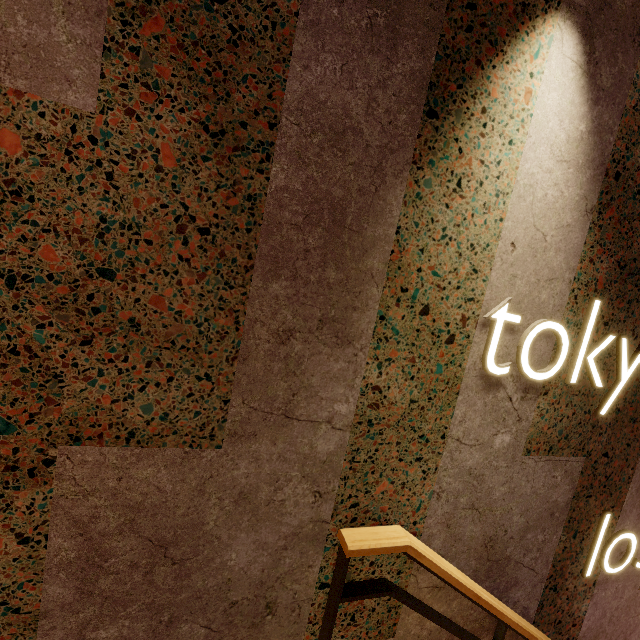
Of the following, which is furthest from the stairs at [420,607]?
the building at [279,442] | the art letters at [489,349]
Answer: the art letters at [489,349]

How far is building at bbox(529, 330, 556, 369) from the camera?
1.6m

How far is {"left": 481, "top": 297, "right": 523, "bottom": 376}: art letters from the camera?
1.42m

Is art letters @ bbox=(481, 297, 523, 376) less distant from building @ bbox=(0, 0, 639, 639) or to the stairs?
building @ bbox=(0, 0, 639, 639)

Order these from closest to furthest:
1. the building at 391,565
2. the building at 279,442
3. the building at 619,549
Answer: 1. the building at 279,442
2. the building at 391,565
3. the building at 619,549

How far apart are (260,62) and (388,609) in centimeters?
235cm

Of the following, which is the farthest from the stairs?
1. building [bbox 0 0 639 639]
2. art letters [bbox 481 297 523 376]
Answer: art letters [bbox 481 297 523 376]

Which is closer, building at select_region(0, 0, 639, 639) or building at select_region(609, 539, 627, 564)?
building at select_region(0, 0, 639, 639)
